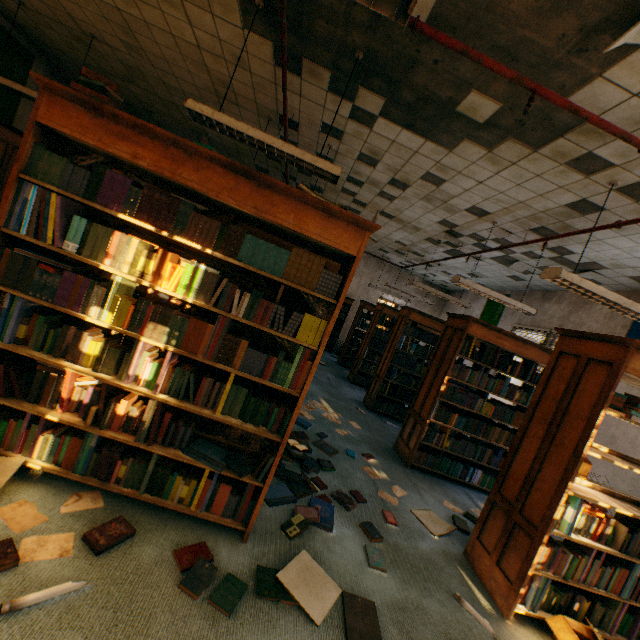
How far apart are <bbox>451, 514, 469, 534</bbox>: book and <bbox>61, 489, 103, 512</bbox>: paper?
2.9 meters

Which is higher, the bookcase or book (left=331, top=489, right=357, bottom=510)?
the bookcase

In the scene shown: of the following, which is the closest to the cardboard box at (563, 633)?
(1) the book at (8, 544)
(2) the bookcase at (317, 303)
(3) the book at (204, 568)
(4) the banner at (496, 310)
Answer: (3) the book at (204, 568)

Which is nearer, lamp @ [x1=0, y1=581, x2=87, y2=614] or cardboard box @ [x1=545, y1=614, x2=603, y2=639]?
lamp @ [x1=0, y1=581, x2=87, y2=614]

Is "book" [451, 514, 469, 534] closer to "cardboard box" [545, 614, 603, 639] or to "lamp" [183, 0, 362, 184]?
"cardboard box" [545, 614, 603, 639]

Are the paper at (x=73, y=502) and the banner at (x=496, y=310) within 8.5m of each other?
no

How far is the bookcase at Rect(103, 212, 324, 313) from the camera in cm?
260

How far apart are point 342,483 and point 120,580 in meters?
2.1 m
